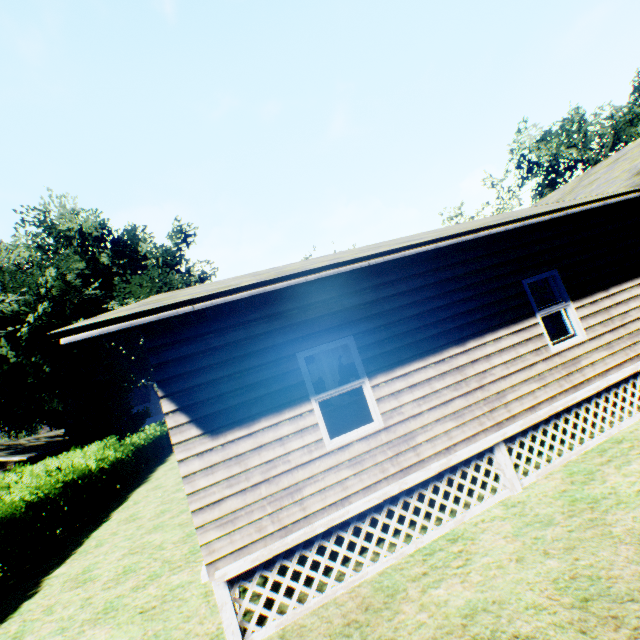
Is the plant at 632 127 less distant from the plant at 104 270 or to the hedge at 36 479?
the hedge at 36 479

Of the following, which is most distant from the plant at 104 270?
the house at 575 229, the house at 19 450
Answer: the house at 575 229

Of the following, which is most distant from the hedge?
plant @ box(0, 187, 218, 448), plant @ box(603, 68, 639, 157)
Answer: plant @ box(603, 68, 639, 157)

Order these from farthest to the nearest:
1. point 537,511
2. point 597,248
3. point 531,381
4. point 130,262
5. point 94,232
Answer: point 130,262 < point 94,232 < point 597,248 < point 531,381 < point 537,511

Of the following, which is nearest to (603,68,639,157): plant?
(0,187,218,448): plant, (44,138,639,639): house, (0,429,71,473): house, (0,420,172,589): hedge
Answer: (44,138,639,639): house

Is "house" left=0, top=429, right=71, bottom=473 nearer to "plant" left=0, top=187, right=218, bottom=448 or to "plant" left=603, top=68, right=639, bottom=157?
"plant" left=0, top=187, right=218, bottom=448

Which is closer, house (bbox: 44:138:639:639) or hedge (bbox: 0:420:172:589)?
house (bbox: 44:138:639:639)
